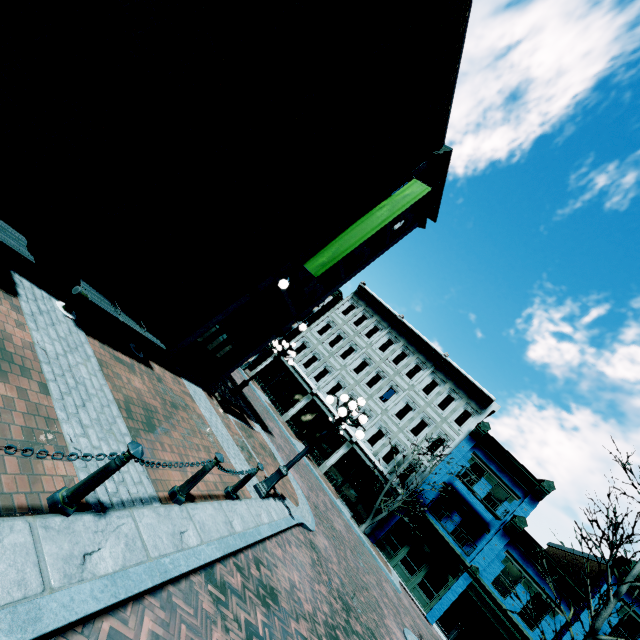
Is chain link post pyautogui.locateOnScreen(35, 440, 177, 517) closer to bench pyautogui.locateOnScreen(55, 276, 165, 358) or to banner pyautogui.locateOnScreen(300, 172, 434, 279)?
bench pyautogui.locateOnScreen(55, 276, 165, 358)

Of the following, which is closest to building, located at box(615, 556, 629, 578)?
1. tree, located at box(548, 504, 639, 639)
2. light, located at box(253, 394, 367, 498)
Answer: tree, located at box(548, 504, 639, 639)

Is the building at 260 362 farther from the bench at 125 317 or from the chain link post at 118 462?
the chain link post at 118 462

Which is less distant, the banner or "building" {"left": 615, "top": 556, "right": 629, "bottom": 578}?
the banner

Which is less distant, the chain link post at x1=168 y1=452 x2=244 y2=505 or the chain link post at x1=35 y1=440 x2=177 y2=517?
the chain link post at x1=35 y1=440 x2=177 y2=517

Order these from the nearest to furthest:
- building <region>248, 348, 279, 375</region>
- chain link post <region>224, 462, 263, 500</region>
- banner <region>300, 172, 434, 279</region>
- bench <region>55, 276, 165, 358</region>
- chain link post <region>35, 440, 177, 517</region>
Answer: chain link post <region>35, 440, 177, 517</region> < bench <region>55, 276, 165, 358</region> < chain link post <region>224, 462, 263, 500</region> < banner <region>300, 172, 434, 279</region> < building <region>248, 348, 279, 375</region>

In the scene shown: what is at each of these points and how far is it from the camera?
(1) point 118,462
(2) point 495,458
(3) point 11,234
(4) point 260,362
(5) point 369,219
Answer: (1) chain link post, 3.15m
(2) building, 22.69m
(3) bench, 4.81m
(4) building, 32.28m
(5) banner, 10.56m

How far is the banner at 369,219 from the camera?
10.05m
